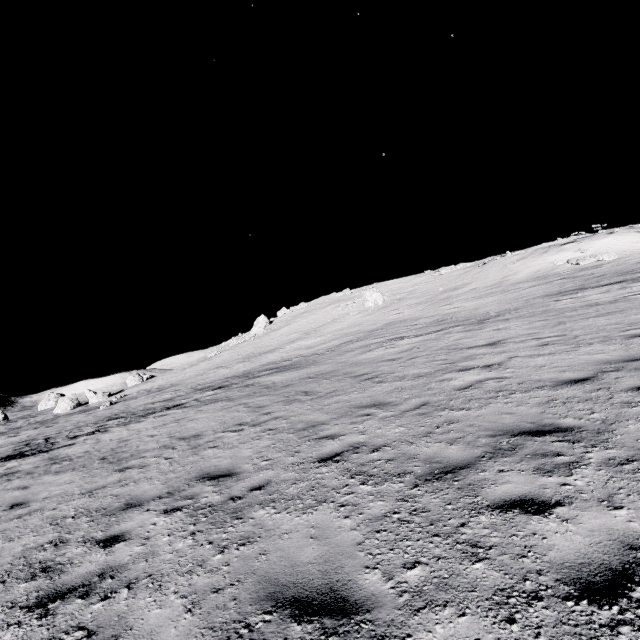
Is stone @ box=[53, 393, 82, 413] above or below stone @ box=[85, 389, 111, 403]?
below

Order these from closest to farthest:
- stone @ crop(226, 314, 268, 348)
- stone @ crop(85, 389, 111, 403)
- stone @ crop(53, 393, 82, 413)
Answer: stone @ crop(53, 393, 82, 413) → stone @ crop(85, 389, 111, 403) → stone @ crop(226, 314, 268, 348)

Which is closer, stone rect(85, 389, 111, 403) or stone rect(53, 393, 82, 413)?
stone rect(53, 393, 82, 413)

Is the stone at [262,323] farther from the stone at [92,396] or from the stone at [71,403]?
the stone at [71,403]

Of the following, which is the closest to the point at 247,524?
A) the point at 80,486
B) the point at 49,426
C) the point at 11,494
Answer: the point at 80,486

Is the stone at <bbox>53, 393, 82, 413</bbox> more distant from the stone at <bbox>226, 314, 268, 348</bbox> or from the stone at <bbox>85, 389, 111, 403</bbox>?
the stone at <bbox>226, 314, 268, 348</bbox>

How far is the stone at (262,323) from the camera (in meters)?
54.12
